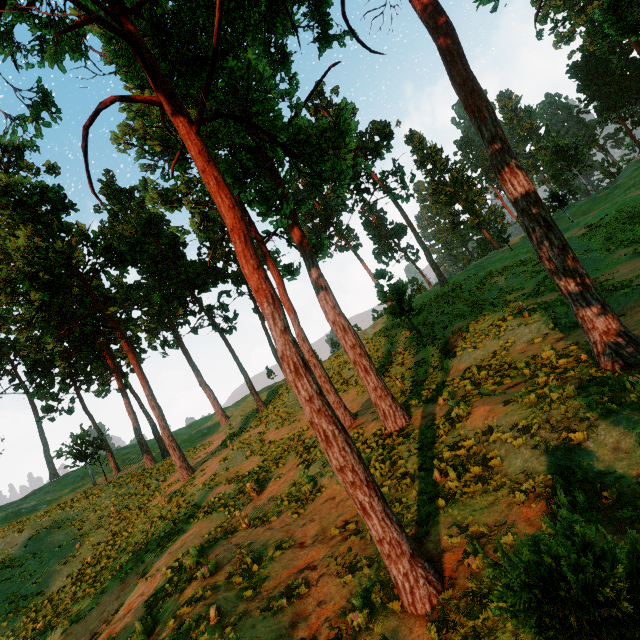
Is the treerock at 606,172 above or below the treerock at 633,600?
above

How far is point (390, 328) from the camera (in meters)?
32.22

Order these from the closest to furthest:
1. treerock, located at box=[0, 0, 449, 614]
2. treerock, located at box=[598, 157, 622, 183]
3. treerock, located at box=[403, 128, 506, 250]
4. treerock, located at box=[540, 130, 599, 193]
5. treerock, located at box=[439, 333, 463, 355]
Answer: treerock, located at box=[0, 0, 449, 614] < treerock, located at box=[439, 333, 463, 355] < treerock, located at box=[540, 130, 599, 193] < treerock, located at box=[403, 128, 506, 250] < treerock, located at box=[598, 157, 622, 183]

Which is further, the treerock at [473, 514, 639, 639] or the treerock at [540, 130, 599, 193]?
the treerock at [540, 130, 599, 193]

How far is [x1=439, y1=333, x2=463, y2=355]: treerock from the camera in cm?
1795

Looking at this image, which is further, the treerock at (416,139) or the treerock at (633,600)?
the treerock at (416,139)
